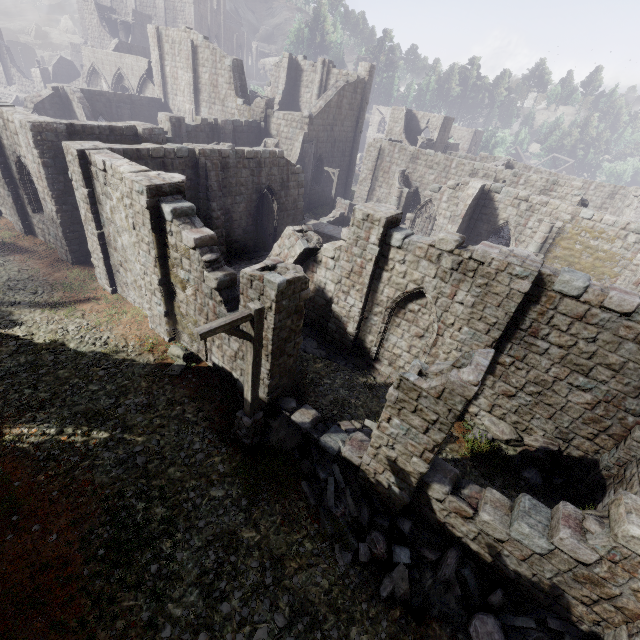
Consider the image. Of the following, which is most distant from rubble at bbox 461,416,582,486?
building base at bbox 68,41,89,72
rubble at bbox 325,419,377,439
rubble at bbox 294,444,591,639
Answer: building base at bbox 68,41,89,72

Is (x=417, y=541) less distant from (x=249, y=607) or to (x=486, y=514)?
(x=486, y=514)

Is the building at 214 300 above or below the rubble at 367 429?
above

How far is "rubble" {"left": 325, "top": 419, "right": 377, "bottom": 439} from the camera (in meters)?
9.98

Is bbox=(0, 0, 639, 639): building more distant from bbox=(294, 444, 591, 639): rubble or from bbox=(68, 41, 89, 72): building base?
bbox=(68, 41, 89, 72): building base

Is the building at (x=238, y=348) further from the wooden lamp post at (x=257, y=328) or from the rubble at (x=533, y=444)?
the wooden lamp post at (x=257, y=328)

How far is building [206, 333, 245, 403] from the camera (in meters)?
9.89

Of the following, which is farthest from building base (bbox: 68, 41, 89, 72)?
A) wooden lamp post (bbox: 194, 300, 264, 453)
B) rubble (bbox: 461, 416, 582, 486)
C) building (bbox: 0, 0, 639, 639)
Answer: rubble (bbox: 461, 416, 582, 486)
